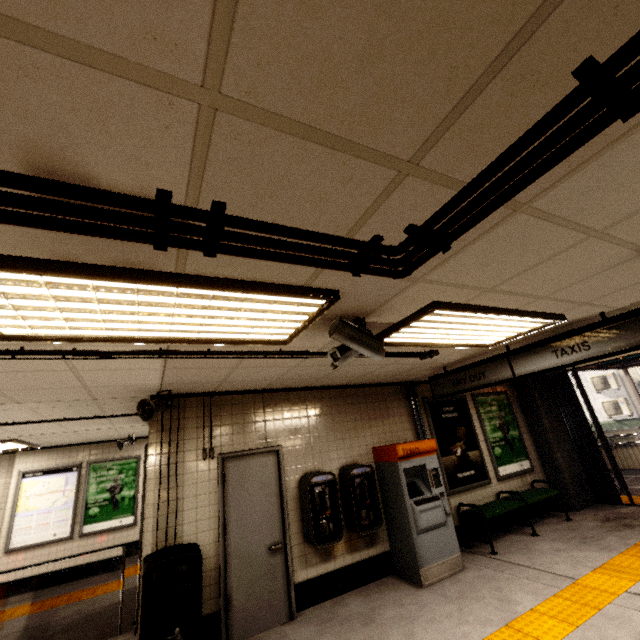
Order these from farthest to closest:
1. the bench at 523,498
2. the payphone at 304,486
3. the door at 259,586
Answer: the bench at 523,498, the payphone at 304,486, the door at 259,586

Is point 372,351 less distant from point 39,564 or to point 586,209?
point 586,209

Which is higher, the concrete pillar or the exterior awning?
the exterior awning

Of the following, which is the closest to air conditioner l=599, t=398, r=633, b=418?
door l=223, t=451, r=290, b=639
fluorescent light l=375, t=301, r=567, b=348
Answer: fluorescent light l=375, t=301, r=567, b=348

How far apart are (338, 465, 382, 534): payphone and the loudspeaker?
2.8 meters

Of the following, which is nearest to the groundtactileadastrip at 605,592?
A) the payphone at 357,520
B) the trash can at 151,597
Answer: the trash can at 151,597

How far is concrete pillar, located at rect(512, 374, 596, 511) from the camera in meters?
7.0

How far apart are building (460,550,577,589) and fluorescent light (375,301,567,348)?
3.08m
